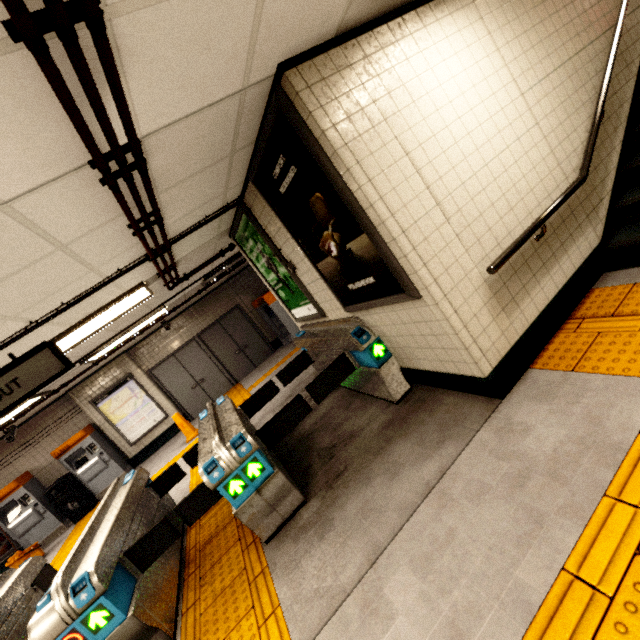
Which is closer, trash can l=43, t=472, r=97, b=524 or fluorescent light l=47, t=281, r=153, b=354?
fluorescent light l=47, t=281, r=153, b=354

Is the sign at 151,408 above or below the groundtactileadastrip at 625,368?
above

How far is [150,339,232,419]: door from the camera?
10.16m

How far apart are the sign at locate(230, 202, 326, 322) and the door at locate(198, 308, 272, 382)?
5.94m

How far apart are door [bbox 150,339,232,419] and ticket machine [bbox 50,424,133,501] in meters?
2.1 m

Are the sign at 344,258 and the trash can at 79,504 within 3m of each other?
no

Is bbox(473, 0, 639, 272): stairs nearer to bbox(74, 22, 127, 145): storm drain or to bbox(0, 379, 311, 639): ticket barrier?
bbox(74, 22, 127, 145): storm drain

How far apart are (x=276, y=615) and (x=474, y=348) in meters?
2.4
